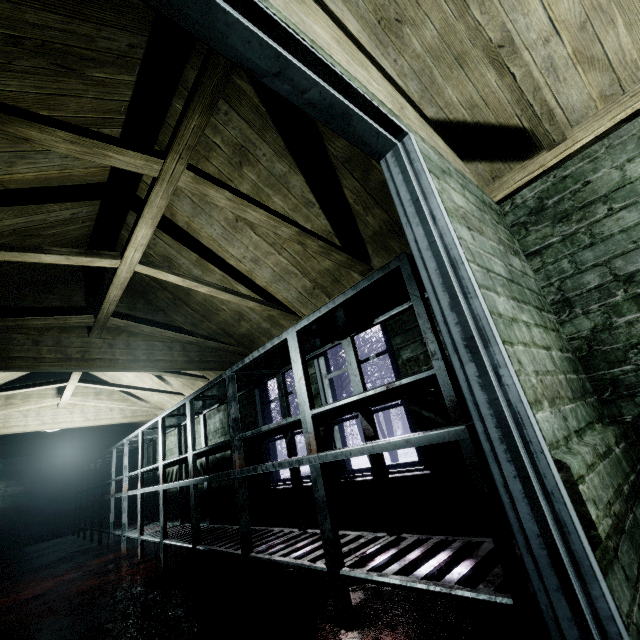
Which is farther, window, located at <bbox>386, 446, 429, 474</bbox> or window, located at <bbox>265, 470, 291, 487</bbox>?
window, located at <bbox>265, 470, 291, 487</bbox>

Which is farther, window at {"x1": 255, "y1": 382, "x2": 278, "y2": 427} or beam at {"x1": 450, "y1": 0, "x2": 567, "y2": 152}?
window at {"x1": 255, "y1": 382, "x2": 278, "y2": 427}

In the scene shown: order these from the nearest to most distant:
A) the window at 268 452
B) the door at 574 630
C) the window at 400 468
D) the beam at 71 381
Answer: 1. the door at 574 630
2. the window at 400 468
3. the window at 268 452
4. the beam at 71 381

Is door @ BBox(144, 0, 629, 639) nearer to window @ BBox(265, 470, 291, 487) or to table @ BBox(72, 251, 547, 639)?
table @ BBox(72, 251, 547, 639)

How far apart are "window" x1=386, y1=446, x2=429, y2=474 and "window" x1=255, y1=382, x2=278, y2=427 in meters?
0.3

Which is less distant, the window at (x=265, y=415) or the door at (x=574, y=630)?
the door at (x=574, y=630)

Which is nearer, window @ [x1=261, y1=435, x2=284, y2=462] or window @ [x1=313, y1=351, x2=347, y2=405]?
window @ [x1=313, y1=351, x2=347, y2=405]

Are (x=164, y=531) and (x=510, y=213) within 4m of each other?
no
